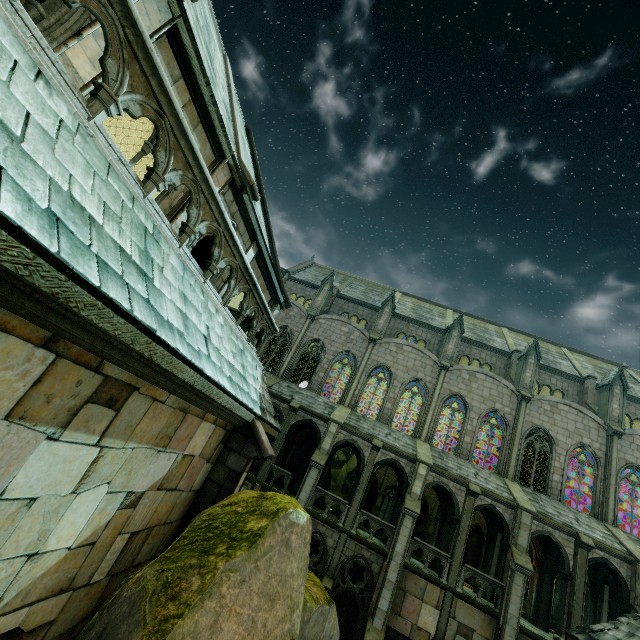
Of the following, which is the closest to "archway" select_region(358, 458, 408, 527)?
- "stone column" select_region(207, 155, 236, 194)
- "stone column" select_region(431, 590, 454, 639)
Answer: "stone column" select_region(431, 590, 454, 639)

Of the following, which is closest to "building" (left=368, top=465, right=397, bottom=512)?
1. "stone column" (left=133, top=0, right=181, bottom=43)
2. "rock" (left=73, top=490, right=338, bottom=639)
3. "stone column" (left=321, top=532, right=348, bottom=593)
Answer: "stone column" (left=321, top=532, right=348, bottom=593)

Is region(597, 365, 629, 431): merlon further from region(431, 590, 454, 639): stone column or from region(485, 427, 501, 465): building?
region(431, 590, 454, 639): stone column

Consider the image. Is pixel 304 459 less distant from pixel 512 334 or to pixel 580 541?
pixel 580 541

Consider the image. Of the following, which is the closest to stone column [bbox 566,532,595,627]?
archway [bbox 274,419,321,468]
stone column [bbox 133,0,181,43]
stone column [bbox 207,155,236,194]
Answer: archway [bbox 274,419,321,468]

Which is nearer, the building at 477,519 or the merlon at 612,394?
the building at 477,519

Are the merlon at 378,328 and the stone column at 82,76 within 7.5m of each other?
no

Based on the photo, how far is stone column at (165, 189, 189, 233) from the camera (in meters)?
7.58
